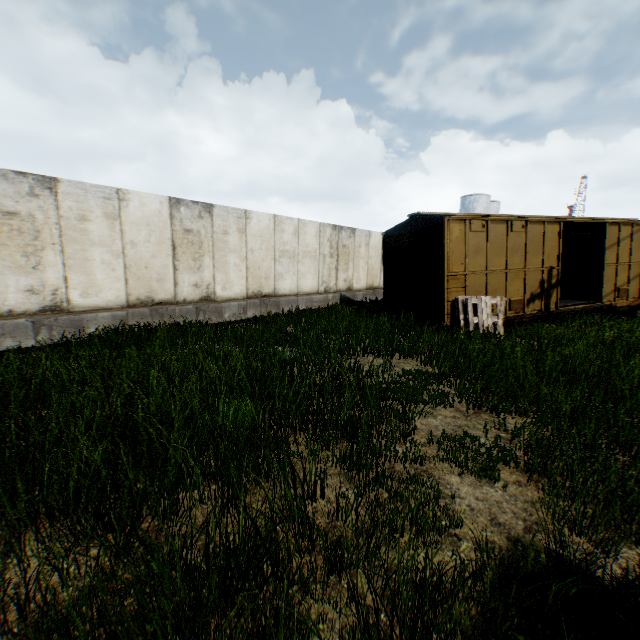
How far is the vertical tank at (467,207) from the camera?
46.9m

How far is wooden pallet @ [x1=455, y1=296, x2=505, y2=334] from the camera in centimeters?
934cm

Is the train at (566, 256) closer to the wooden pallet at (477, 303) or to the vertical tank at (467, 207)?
the wooden pallet at (477, 303)

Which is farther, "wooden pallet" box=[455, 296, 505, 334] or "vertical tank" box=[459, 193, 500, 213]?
"vertical tank" box=[459, 193, 500, 213]

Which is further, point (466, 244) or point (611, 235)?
point (611, 235)

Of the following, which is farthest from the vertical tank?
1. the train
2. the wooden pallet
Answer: the wooden pallet
